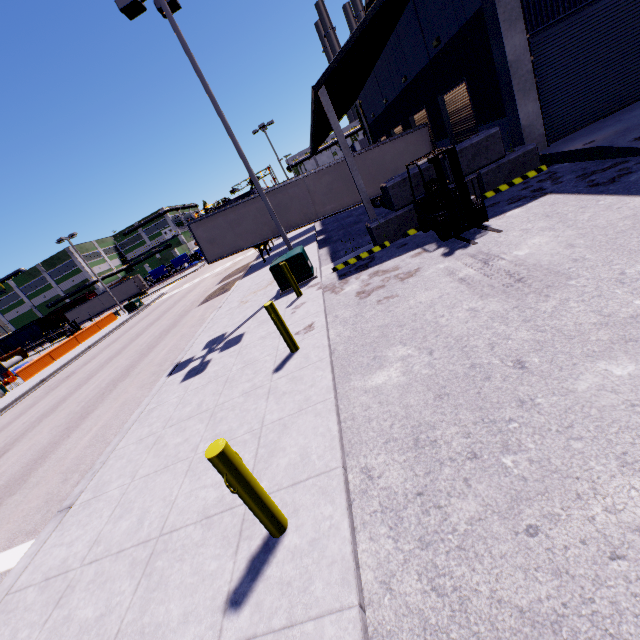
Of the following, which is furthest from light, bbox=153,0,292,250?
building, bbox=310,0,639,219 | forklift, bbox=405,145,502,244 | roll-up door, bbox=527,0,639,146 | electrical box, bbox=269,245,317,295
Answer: forklift, bbox=405,145,502,244

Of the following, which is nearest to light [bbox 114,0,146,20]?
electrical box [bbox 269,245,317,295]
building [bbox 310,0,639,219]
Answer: electrical box [bbox 269,245,317,295]

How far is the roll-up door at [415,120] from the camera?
18.0m

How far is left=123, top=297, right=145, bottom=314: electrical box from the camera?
34.6m

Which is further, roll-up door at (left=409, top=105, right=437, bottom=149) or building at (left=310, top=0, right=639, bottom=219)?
roll-up door at (left=409, top=105, right=437, bottom=149)

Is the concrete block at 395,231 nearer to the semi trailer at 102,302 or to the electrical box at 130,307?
the semi trailer at 102,302

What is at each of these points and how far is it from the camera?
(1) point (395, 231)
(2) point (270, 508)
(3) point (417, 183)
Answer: (1) concrete block, 11.4 meters
(2) post, 3.1 meters
(3) concrete block, 10.8 meters

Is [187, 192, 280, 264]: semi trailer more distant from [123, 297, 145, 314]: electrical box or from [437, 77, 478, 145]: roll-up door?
[123, 297, 145, 314]: electrical box
